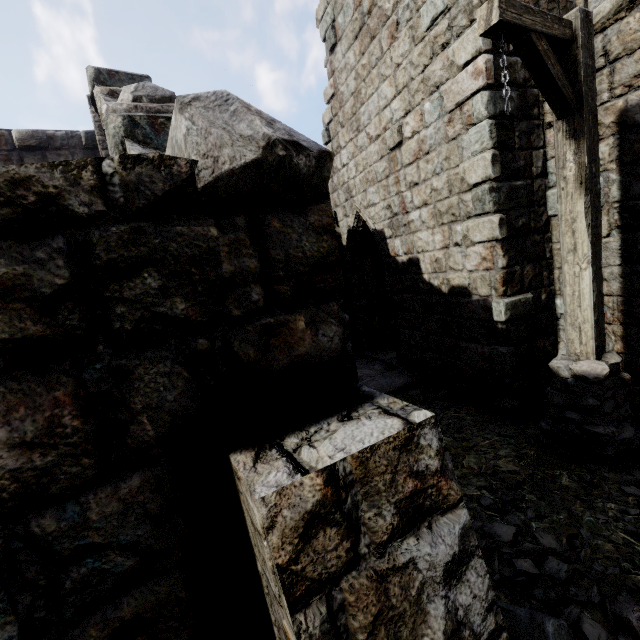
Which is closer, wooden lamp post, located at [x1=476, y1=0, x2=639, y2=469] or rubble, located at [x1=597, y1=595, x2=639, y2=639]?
rubble, located at [x1=597, y1=595, x2=639, y2=639]

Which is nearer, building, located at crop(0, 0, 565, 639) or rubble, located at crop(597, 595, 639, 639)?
building, located at crop(0, 0, 565, 639)

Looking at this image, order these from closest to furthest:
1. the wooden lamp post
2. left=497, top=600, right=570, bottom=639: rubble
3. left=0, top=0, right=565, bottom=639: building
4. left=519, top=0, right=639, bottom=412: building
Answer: left=0, top=0, right=565, bottom=639: building, left=497, top=600, right=570, bottom=639: rubble, the wooden lamp post, left=519, top=0, right=639, bottom=412: building

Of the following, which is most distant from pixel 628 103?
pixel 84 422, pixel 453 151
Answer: pixel 84 422

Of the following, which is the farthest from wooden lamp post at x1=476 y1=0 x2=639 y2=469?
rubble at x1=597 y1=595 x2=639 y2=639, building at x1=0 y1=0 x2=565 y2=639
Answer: rubble at x1=597 y1=595 x2=639 y2=639

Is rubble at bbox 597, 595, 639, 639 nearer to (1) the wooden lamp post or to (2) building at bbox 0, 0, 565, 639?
(2) building at bbox 0, 0, 565, 639

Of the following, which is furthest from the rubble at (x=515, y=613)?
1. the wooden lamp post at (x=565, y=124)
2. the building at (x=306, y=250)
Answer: the wooden lamp post at (x=565, y=124)

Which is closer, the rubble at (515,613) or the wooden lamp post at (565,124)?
the rubble at (515,613)
